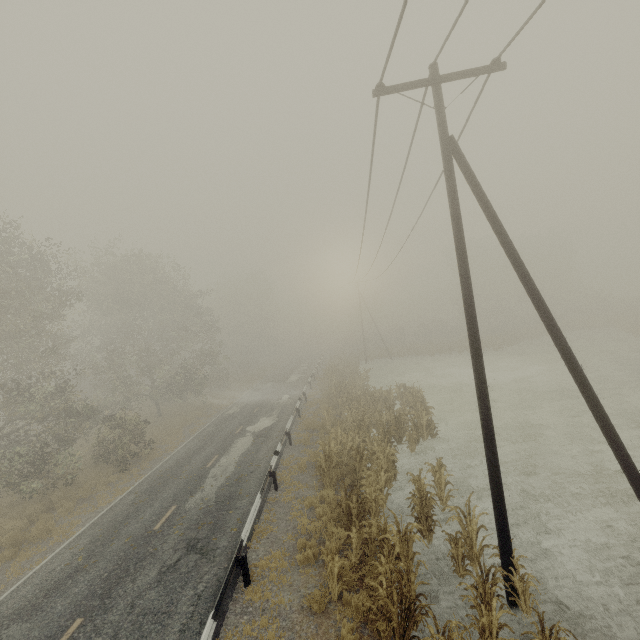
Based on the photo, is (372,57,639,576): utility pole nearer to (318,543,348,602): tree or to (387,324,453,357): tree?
(318,543,348,602): tree

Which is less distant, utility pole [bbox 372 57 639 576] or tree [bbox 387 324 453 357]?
utility pole [bbox 372 57 639 576]

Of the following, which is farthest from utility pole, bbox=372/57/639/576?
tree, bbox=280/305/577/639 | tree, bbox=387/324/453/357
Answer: tree, bbox=387/324/453/357

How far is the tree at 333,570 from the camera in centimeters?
774cm

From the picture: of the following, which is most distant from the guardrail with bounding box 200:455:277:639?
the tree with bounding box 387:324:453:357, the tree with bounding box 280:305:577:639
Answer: the tree with bounding box 280:305:577:639

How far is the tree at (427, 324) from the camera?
43.2 meters

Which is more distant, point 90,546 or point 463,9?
point 90,546

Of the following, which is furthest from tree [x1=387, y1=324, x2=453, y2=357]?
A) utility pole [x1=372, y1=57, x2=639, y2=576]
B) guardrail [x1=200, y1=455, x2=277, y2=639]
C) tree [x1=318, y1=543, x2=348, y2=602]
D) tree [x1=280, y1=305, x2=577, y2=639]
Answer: utility pole [x1=372, y1=57, x2=639, y2=576]
